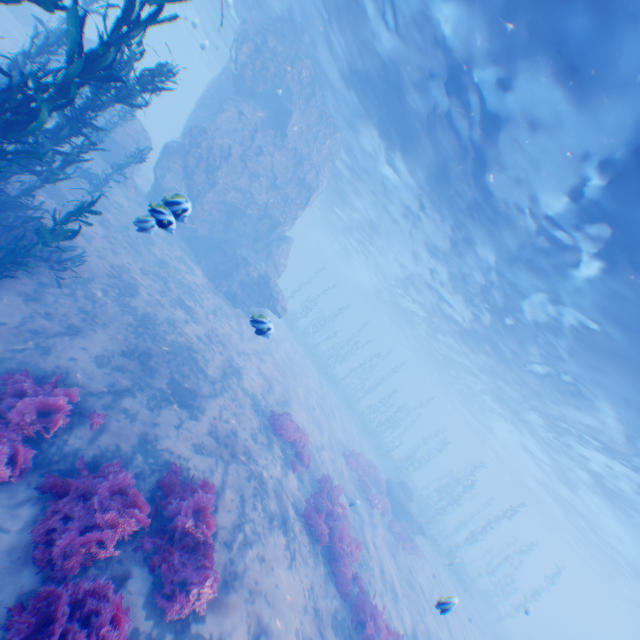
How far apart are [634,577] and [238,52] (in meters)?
53.24

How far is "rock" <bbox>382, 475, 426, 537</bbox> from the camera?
21.33m

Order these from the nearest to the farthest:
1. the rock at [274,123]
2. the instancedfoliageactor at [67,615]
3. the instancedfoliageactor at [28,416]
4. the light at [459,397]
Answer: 1. the instancedfoliageactor at [67,615]
2. the instancedfoliageactor at [28,416]
3. the light at [459,397]
4. the rock at [274,123]

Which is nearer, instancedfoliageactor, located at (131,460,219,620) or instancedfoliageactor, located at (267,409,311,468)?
instancedfoliageactor, located at (131,460,219,620)

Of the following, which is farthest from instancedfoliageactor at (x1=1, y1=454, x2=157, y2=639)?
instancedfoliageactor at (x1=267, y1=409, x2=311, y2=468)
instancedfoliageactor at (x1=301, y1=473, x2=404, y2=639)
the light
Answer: instancedfoliageactor at (x1=267, y1=409, x2=311, y2=468)

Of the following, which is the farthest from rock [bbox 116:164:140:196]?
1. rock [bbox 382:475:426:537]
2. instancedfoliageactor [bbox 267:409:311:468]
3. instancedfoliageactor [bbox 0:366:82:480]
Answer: rock [bbox 382:475:426:537]

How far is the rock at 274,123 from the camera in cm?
1770

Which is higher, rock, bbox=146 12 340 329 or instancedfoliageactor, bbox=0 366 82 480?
rock, bbox=146 12 340 329
